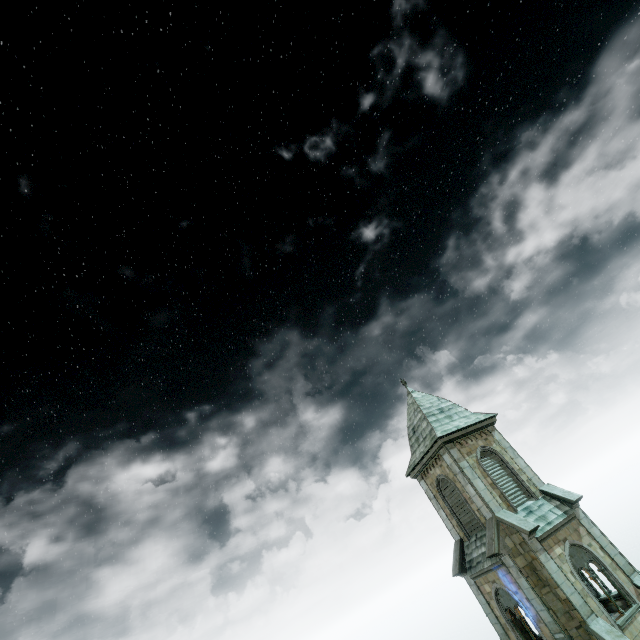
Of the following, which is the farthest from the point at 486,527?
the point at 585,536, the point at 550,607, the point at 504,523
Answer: the point at 585,536
